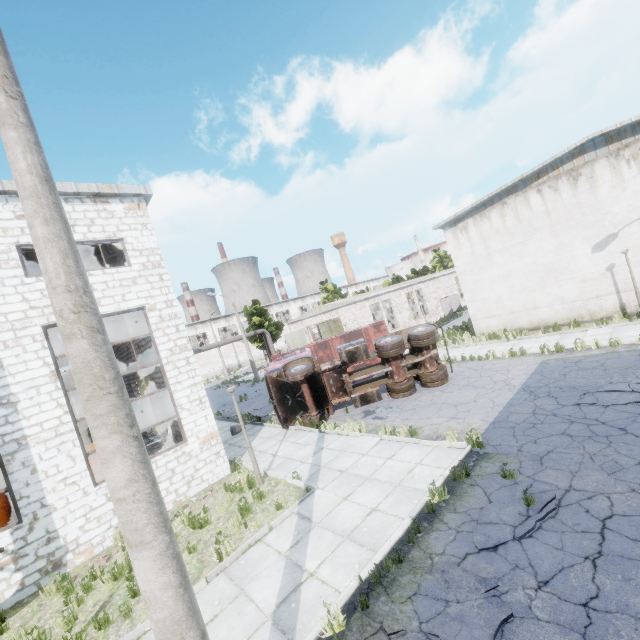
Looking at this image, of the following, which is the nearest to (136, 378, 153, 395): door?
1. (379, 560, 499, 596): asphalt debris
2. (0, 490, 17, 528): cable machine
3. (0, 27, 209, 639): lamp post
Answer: (0, 490, 17, 528): cable machine

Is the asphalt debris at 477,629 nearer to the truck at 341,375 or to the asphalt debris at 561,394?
the asphalt debris at 561,394

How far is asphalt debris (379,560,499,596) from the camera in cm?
487

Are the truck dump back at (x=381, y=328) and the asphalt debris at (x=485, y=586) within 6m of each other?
no

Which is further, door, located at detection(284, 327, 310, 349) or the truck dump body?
door, located at detection(284, 327, 310, 349)

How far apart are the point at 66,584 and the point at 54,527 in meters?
1.8 m

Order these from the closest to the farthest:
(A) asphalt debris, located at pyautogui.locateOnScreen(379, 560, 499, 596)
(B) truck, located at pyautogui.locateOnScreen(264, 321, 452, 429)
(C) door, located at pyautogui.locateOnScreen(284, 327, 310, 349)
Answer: (A) asphalt debris, located at pyautogui.locateOnScreen(379, 560, 499, 596) < (B) truck, located at pyautogui.locateOnScreen(264, 321, 452, 429) < (C) door, located at pyautogui.locateOnScreen(284, 327, 310, 349)

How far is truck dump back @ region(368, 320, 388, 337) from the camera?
22.0m
